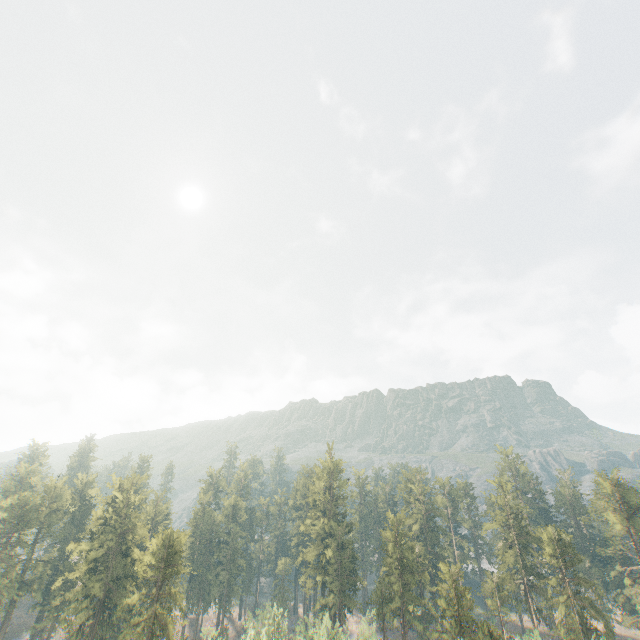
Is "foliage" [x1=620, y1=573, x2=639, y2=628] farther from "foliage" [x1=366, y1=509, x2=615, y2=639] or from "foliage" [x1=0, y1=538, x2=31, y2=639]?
"foliage" [x1=0, y1=538, x2=31, y2=639]

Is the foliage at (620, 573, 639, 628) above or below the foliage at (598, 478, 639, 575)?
below

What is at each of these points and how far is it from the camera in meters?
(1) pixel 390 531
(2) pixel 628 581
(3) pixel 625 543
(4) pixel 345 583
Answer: (1) foliage, 59.6 m
(2) foliage, 52.8 m
(3) foliage, 56.8 m
(4) foliage, 59.7 m

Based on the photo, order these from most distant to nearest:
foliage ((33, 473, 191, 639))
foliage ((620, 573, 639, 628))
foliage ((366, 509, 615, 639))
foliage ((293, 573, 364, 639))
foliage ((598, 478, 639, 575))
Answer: foliage ((598, 478, 639, 575))
foliage ((620, 573, 639, 628))
foliage ((366, 509, 615, 639))
foliage ((33, 473, 191, 639))
foliage ((293, 573, 364, 639))

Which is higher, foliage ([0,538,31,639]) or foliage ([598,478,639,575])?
foliage ([598,478,639,575])

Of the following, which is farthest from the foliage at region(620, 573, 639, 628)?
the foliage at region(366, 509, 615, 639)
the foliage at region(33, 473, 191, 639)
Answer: the foliage at region(33, 473, 191, 639)

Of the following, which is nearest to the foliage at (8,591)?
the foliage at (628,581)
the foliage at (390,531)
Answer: the foliage at (390,531)

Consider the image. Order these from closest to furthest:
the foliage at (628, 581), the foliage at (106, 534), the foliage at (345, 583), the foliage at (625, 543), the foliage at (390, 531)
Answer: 1. the foliage at (345, 583)
2. the foliage at (106, 534)
3. the foliage at (390, 531)
4. the foliage at (628, 581)
5. the foliage at (625, 543)
